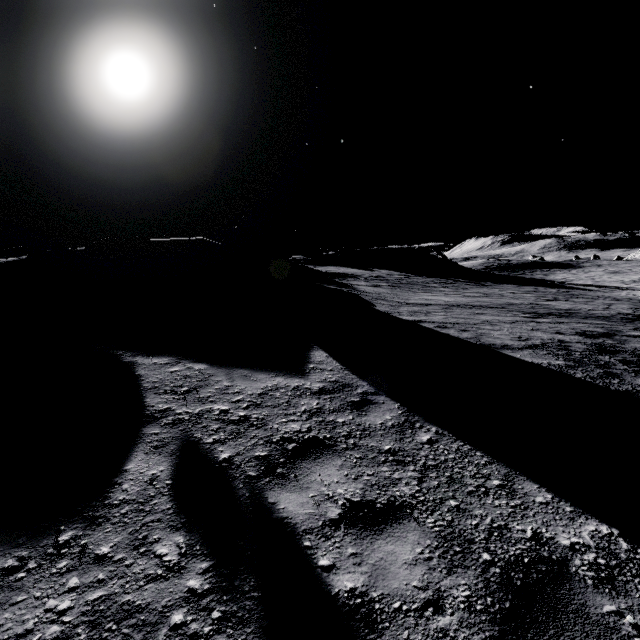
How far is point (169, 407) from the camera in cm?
425

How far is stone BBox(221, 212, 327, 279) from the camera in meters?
17.8

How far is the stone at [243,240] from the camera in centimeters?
1778cm
